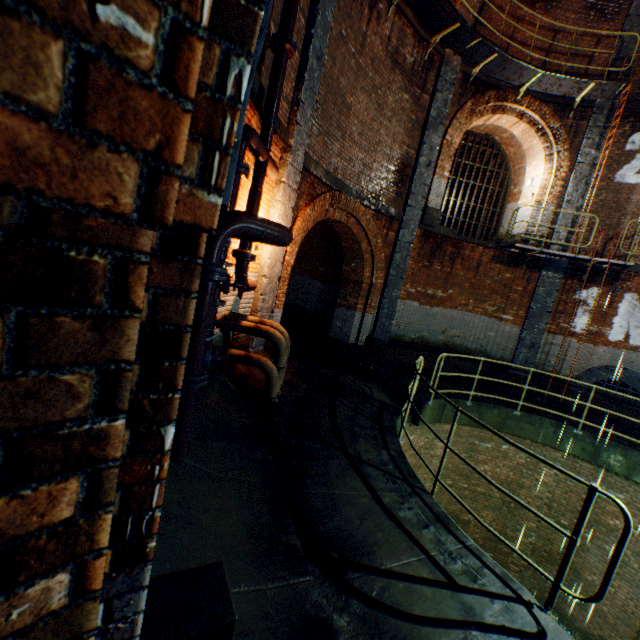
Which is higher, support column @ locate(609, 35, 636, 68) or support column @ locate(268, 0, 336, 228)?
support column @ locate(609, 35, 636, 68)

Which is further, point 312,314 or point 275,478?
point 312,314

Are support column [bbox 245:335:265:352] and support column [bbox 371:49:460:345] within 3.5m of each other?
no

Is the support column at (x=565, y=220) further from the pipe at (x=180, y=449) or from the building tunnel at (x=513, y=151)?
the pipe at (x=180, y=449)

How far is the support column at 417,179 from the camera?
9.9m

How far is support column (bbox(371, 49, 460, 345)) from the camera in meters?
9.9 m

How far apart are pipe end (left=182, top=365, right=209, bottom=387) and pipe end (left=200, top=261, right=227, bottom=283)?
0.84m

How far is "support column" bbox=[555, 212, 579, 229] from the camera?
10.79m
